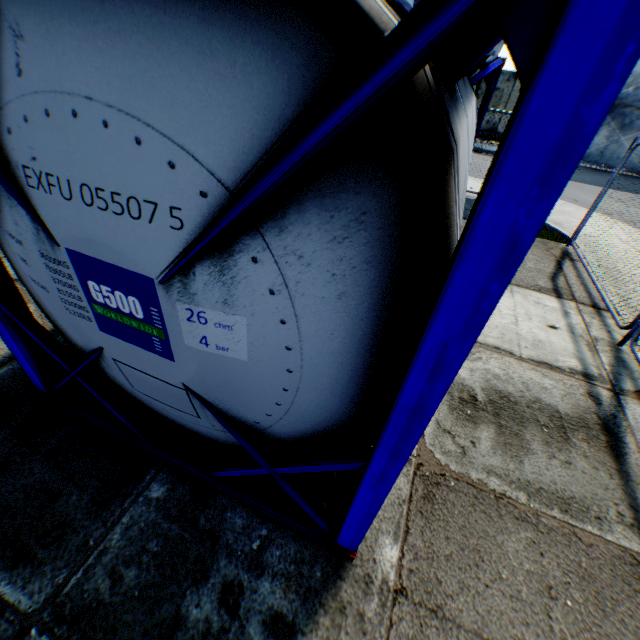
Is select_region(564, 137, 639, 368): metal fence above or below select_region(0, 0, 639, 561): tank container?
below

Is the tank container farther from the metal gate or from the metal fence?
the metal gate

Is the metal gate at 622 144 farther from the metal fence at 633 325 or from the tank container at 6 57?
the tank container at 6 57

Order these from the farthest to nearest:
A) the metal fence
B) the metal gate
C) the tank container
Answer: the metal gate → the metal fence → the tank container

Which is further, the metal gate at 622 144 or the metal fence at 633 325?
the metal gate at 622 144

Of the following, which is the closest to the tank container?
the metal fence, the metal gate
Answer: the metal fence

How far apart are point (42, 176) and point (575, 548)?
4.0 meters
